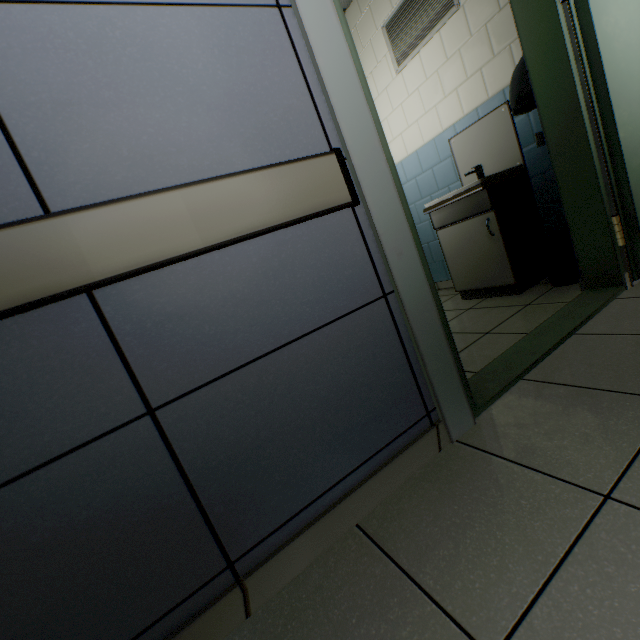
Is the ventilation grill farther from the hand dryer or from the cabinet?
the cabinet

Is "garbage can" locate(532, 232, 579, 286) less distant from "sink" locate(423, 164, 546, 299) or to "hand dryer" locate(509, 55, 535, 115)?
"sink" locate(423, 164, 546, 299)

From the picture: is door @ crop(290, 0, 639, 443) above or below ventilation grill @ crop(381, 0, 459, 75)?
below

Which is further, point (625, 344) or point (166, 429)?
point (625, 344)

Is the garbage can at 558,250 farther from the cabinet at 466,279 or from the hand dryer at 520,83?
the hand dryer at 520,83

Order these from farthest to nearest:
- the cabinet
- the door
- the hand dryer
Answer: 1. the cabinet
2. the hand dryer
3. the door

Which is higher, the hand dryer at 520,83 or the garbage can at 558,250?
the hand dryer at 520,83

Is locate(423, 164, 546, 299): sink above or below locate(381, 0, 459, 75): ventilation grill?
below
